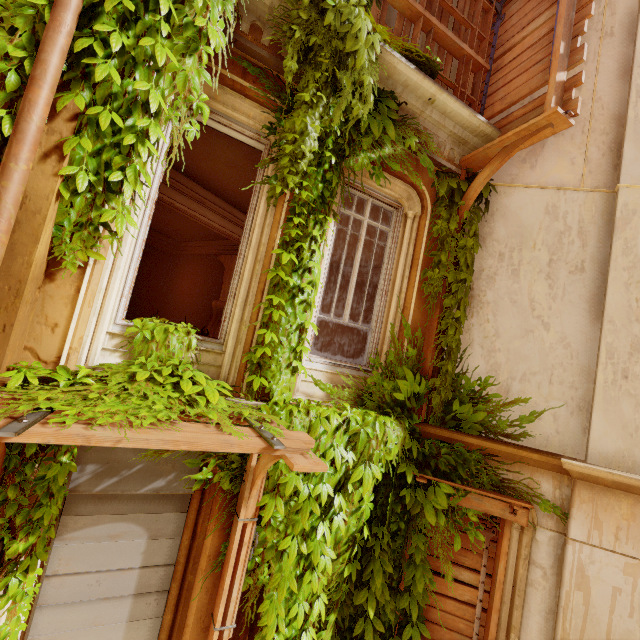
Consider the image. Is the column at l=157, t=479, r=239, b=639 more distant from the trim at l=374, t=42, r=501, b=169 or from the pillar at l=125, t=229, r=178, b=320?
the pillar at l=125, t=229, r=178, b=320

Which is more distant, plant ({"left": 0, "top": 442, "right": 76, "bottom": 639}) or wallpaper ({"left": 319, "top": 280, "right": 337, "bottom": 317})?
wallpaper ({"left": 319, "top": 280, "right": 337, "bottom": 317})

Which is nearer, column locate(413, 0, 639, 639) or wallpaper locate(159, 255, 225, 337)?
column locate(413, 0, 639, 639)

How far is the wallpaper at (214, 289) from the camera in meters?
10.8

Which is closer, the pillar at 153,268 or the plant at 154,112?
the plant at 154,112

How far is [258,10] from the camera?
3.55m

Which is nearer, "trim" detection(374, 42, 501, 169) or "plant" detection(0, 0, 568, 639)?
"plant" detection(0, 0, 568, 639)

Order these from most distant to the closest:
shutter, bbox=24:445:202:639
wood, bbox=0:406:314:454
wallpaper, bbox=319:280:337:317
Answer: wallpaper, bbox=319:280:337:317, shutter, bbox=24:445:202:639, wood, bbox=0:406:314:454
